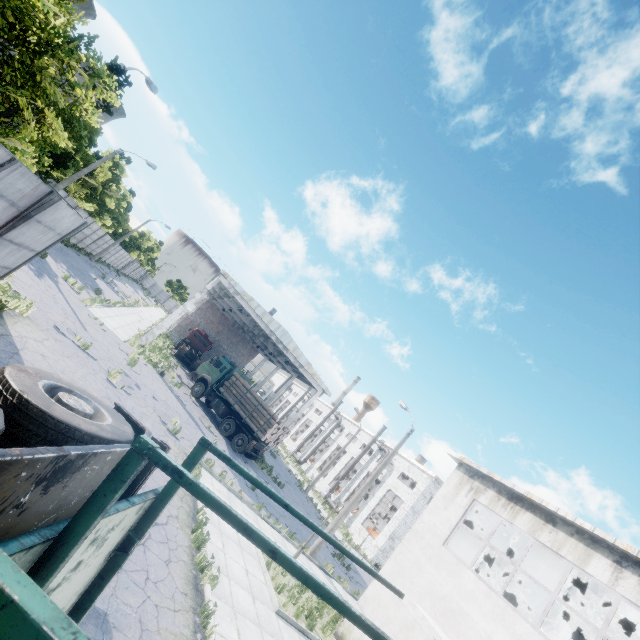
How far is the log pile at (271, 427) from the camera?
22.0 meters

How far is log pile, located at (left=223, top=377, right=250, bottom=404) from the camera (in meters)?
23.90

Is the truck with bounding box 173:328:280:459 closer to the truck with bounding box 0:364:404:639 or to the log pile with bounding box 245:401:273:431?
the log pile with bounding box 245:401:273:431

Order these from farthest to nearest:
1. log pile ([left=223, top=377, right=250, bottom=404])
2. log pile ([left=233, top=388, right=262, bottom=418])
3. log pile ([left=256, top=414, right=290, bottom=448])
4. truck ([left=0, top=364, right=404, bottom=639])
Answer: log pile ([left=223, top=377, right=250, bottom=404]) → log pile ([left=233, top=388, right=262, bottom=418]) → log pile ([left=256, top=414, right=290, bottom=448]) → truck ([left=0, top=364, right=404, bottom=639])

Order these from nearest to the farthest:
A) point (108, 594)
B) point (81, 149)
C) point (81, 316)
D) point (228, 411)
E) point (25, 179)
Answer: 1. point (108, 594)
2. point (25, 179)
3. point (81, 316)
4. point (228, 411)
5. point (81, 149)

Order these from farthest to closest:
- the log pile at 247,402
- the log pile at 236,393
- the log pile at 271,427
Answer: the log pile at 236,393 → the log pile at 247,402 → the log pile at 271,427

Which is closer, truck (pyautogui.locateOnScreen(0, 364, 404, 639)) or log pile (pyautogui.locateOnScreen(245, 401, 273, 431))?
truck (pyautogui.locateOnScreen(0, 364, 404, 639))
